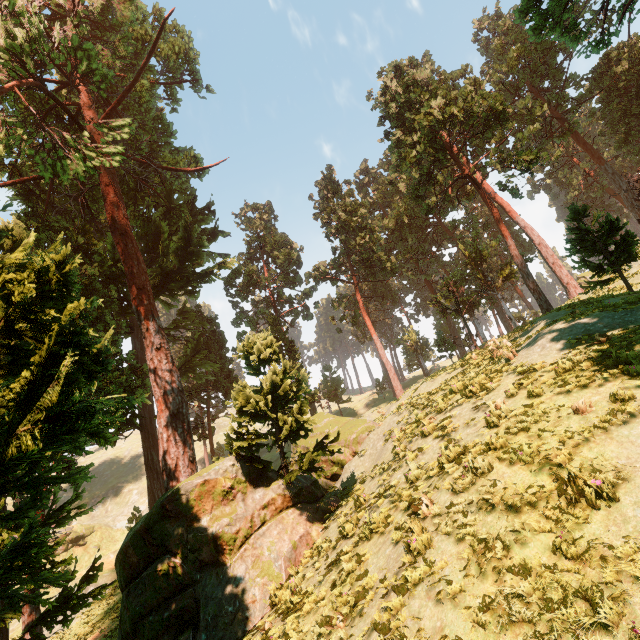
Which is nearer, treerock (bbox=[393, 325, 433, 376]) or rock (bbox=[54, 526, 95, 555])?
rock (bbox=[54, 526, 95, 555])

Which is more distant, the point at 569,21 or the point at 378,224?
the point at 378,224

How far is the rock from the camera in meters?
44.1

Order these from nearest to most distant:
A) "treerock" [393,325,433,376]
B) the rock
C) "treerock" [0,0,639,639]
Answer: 1. "treerock" [0,0,639,639]
2. the rock
3. "treerock" [393,325,433,376]

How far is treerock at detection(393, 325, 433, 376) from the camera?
45.12m

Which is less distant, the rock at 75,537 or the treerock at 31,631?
the treerock at 31,631

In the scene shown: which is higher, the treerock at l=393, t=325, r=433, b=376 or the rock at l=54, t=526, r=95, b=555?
the treerock at l=393, t=325, r=433, b=376
